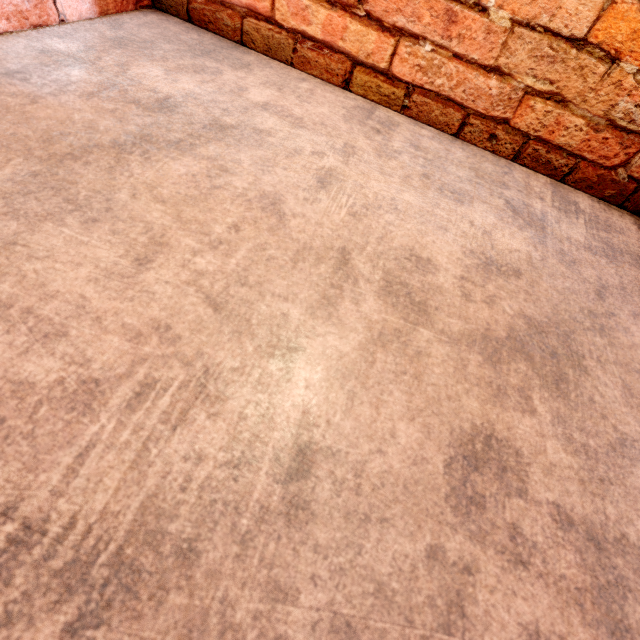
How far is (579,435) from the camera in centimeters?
54cm
